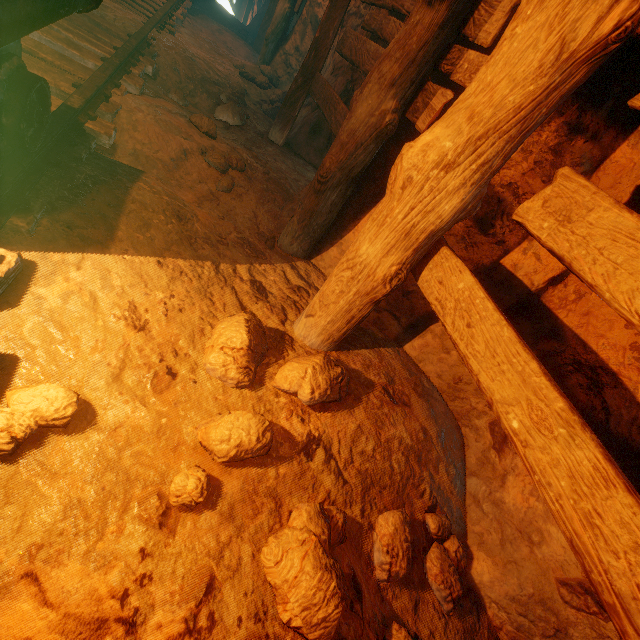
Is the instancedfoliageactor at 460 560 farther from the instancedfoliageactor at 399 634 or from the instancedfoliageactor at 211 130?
the instancedfoliageactor at 211 130

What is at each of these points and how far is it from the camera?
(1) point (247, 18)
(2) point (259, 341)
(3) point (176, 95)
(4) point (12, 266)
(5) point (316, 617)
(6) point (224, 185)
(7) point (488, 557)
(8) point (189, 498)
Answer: (1) z, 14.29m
(2) instancedfoliageactor, 1.80m
(3) instancedfoliageactor, 3.76m
(4) tracks, 1.36m
(5) instancedfoliageactor, 1.11m
(6) instancedfoliageactor, 2.94m
(7) burlap sack, 1.73m
(8) instancedfoliageactor, 1.22m

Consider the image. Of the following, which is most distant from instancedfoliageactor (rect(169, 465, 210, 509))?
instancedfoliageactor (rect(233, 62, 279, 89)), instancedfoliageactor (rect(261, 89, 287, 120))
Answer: instancedfoliageactor (rect(233, 62, 279, 89))

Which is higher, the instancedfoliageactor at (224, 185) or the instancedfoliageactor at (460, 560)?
the instancedfoliageactor at (224, 185)

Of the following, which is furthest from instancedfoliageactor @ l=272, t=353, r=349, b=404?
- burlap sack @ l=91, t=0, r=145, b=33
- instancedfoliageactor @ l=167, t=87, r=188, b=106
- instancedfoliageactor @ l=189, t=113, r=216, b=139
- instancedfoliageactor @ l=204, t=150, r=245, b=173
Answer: instancedfoliageactor @ l=167, t=87, r=188, b=106

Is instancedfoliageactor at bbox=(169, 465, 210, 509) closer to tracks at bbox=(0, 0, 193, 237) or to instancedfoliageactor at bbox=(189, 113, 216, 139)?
tracks at bbox=(0, 0, 193, 237)

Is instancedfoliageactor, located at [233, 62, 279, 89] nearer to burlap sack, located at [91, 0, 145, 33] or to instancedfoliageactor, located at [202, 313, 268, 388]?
burlap sack, located at [91, 0, 145, 33]

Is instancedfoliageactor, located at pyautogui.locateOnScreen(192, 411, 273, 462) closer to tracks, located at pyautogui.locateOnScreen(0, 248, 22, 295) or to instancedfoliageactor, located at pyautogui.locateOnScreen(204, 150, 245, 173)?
tracks, located at pyautogui.locateOnScreen(0, 248, 22, 295)
